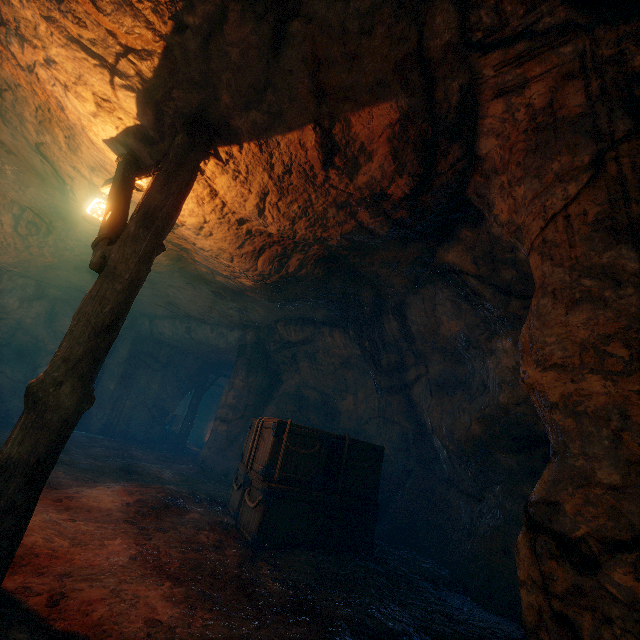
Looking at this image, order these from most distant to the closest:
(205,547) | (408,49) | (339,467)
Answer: (339,467), (205,547), (408,49)

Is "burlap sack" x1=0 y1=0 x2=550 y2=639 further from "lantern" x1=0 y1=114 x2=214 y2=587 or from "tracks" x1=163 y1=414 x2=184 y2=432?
"tracks" x1=163 y1=414 x2=184 y2=432

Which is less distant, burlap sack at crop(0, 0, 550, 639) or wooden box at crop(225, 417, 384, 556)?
burlap sack at crop(0, 0, 550, 639)

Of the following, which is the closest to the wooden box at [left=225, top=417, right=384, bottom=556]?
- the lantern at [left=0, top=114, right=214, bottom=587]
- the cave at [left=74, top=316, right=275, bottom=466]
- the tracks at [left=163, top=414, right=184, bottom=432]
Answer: the lantern at [left=0, top=114, right=214, bottom=587]

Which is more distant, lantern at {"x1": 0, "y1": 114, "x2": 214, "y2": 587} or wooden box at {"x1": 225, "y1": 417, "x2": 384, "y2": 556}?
wooden box at {"x1": 225, "y1": 417, "x2": 384, "y2": 556}

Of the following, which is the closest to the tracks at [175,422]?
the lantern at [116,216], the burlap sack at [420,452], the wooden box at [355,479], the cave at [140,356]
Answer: the cave at [140,356]

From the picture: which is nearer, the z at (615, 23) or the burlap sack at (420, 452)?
the z at (615, 23)

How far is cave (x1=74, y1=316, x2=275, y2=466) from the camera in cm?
1180
